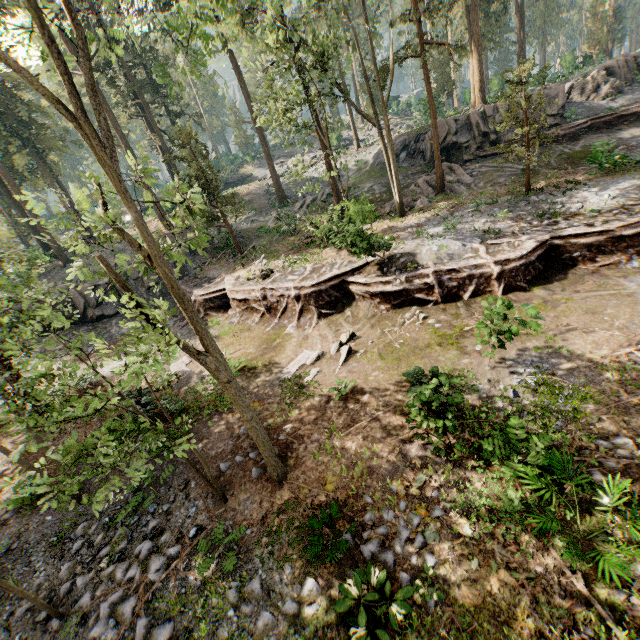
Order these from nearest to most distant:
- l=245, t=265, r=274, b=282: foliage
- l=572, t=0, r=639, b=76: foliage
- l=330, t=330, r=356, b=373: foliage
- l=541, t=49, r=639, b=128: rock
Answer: l=330, t=330, r=356, b=373: foliage → l=245, t=265, r=274, b=282: foliage → l=541, t=49, r=639, b=128: rock → l=572, t=0, r=639, b=76: foliage

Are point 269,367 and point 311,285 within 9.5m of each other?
yes

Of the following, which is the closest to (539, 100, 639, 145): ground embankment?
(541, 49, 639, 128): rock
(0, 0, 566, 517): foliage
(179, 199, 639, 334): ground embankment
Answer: (541, 49, 639, 128): rock

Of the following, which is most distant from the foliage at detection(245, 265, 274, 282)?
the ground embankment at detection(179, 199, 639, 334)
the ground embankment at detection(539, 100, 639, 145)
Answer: the ground embankment at detection(539, 100, 639, 145)

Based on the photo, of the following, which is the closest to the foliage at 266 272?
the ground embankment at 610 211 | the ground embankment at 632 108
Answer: the ground embankment at 610 211

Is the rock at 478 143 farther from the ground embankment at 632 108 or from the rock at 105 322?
the rock at 105 322

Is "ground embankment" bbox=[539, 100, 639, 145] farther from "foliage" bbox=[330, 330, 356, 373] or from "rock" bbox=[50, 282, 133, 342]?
"rock" bbox=[50, 282, 133, 342]
